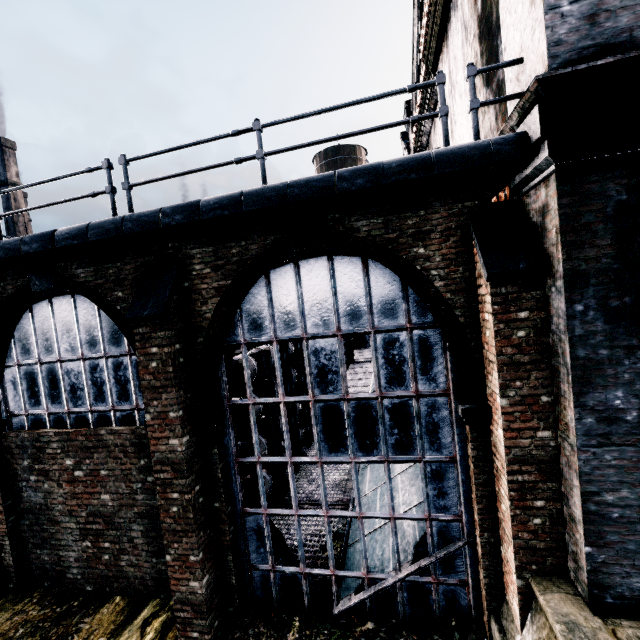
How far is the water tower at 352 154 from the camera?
39.0m

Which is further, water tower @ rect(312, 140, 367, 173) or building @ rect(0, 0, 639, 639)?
water tower @ rect(312, 140, 367, 173)

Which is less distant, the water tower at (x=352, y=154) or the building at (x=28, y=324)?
the building at (x=28, y=324)

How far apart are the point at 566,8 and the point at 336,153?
38.9m

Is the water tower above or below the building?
above

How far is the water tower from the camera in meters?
39.0 m
